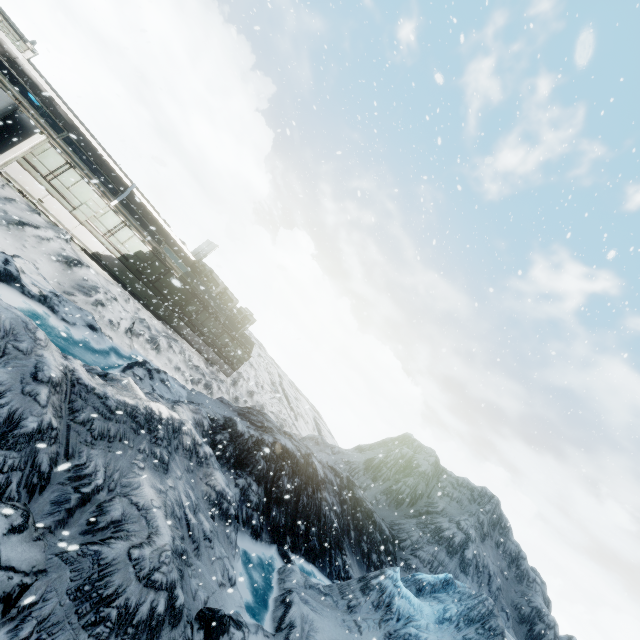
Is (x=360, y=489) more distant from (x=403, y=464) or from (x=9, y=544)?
(x=9, y=544)
